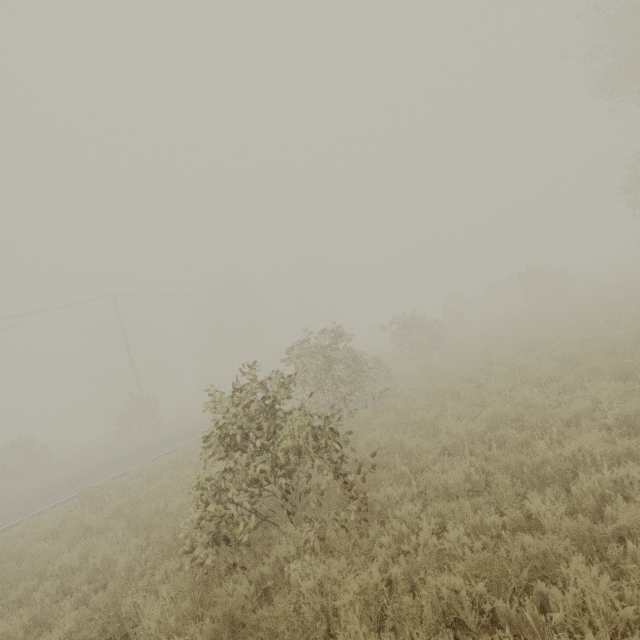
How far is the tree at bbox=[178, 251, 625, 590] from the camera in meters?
4.9

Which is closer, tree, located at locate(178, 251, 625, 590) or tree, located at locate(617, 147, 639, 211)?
tree, located at locate(178, 251, 625, 590)

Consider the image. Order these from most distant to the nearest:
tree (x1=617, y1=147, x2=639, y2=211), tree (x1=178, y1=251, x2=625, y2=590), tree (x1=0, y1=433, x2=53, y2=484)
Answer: tree (x1=0, y1=433, x2=53, y2=484), tree (x1=617, y1=147, x2=639, y2=211), tree (x1=178, y1=251, x2=625, y2=590)

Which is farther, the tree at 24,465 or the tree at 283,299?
the tree at 24,465

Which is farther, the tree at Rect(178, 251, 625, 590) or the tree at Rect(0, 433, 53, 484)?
the tree at Rect(0, 433, 53, 484)

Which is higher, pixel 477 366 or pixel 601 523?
pixel 477 366

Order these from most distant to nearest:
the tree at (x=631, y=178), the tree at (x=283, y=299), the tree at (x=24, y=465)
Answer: the tree at (x=24, y=465)
the tree at (x=631, y=178)
the tree at (x=283, y=299)
